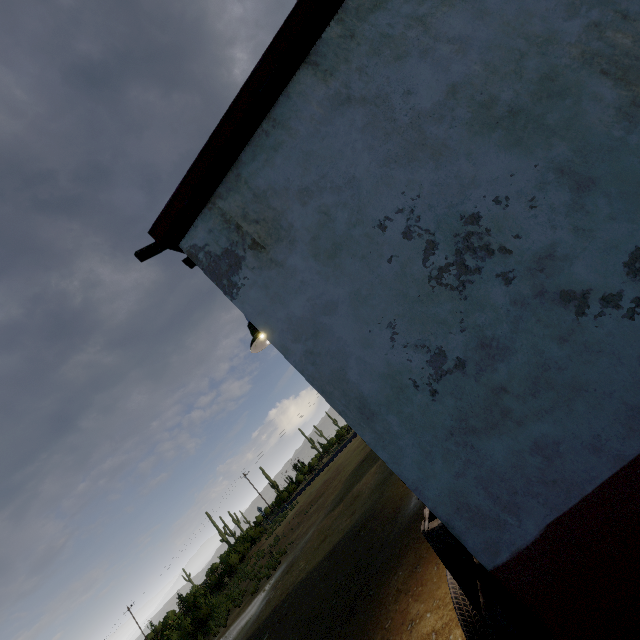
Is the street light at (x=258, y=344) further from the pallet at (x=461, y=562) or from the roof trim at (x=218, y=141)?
the pallet at (x=461, y=562)

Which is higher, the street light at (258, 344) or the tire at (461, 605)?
the street light at (258, 344)

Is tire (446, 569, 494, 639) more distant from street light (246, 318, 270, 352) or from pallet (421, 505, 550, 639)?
street light (246, 318, 270, 352)

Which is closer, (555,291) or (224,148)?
(555,291)

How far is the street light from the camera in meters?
3.6 m

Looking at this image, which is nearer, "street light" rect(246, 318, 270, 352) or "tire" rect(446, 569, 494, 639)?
"tire" rect(446, 569, 494, 639)

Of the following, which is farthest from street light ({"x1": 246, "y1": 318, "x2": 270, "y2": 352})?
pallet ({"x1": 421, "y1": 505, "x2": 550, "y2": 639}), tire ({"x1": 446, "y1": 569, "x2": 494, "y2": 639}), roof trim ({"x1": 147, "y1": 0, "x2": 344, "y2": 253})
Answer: tire ({"x1": 446, "y1": 569, "x2": 494, "y2": 639})
